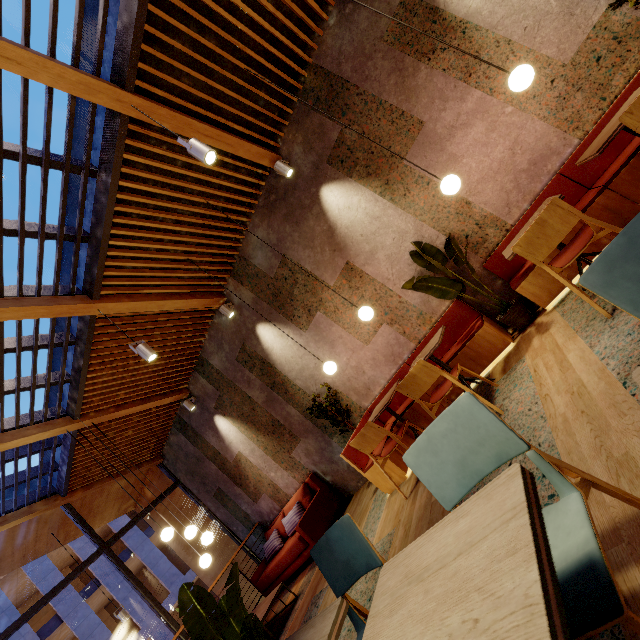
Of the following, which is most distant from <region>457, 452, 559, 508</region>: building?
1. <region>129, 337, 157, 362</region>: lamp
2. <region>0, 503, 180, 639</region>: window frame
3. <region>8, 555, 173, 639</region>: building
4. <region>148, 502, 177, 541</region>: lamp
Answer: <region>8, 555, 173, 639</region>: building

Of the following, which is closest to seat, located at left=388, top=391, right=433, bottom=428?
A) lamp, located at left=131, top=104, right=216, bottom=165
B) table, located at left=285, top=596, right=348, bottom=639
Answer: table, located at left=285, top=596, right=348, bottom=639

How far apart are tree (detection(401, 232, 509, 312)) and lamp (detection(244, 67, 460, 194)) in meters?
0.7 m

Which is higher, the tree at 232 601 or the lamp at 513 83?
the lamp at 513 83

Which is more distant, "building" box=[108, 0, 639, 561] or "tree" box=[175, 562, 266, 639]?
"building" box=[108, 0, 639, 561]

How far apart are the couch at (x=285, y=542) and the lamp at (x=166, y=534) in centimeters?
193cm

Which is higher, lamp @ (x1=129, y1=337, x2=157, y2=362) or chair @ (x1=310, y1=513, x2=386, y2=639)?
lamp @ (x1=129, y1=337, x2=157, y2=362)

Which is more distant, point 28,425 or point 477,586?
point 28,425
